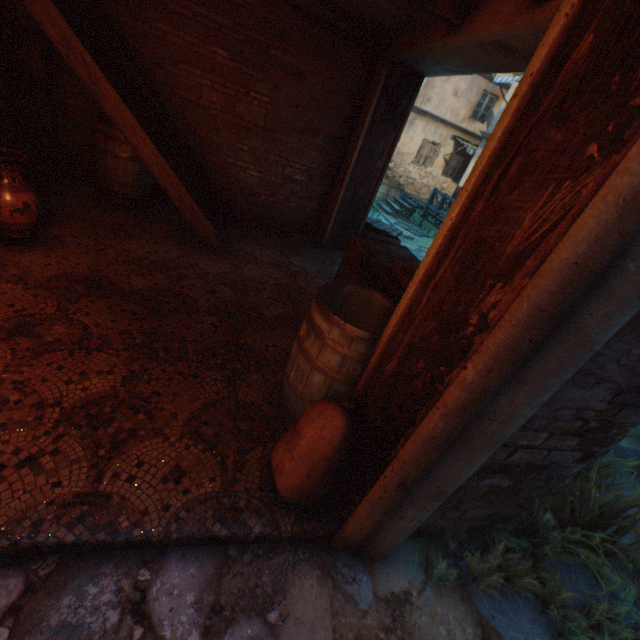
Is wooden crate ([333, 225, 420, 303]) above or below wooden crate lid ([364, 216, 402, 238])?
above

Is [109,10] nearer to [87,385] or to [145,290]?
[145,290]

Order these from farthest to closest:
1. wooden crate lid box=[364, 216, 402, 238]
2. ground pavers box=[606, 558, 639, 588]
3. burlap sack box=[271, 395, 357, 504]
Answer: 1. wooden crate lid box=[364, 216, 402, 238]
2. ground pavers box=[606, 558, 639, 588]
3. burlap sack box=[271, 395, 357, 504]

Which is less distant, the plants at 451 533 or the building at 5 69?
the plants at 451 533

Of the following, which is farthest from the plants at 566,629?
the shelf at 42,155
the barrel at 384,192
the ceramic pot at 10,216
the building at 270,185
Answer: the barrel at 384,192

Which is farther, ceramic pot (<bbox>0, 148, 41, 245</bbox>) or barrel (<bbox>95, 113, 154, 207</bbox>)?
barrel (<bbox>95, 113, 154, 207</bbox>)

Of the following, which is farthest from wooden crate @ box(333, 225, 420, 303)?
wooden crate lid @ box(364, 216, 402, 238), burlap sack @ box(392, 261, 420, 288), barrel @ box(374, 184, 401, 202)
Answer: barrel @ box(374, 184, 401, 202)

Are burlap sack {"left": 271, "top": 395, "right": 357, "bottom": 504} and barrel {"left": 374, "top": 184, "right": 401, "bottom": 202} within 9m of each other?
no
